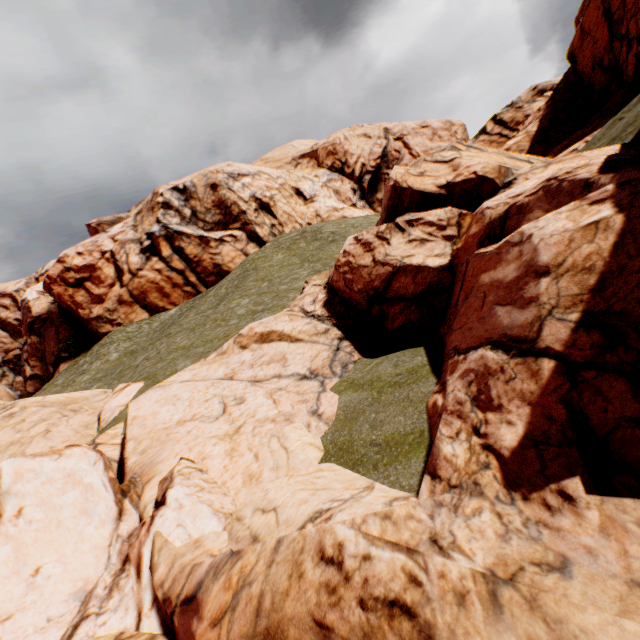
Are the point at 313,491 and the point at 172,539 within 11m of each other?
yes
